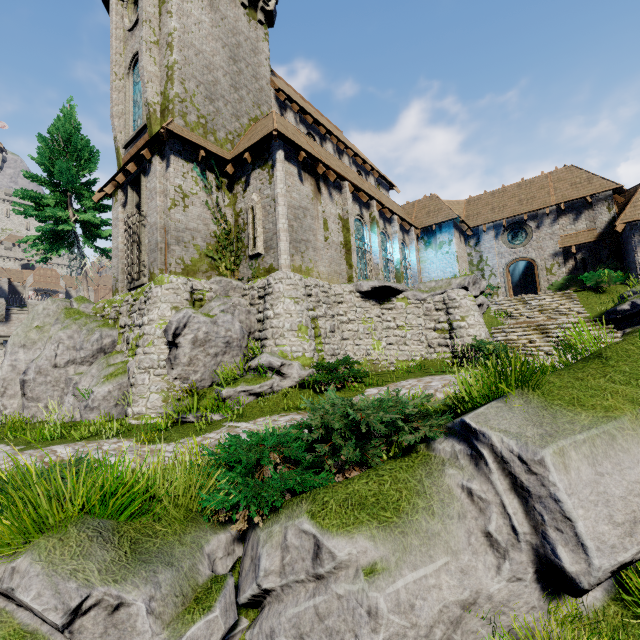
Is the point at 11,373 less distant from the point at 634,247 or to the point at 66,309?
the point at 66,309

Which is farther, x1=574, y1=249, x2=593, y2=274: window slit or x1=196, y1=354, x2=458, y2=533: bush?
x1=574, y1=249, x2=593, y2=274: window slit

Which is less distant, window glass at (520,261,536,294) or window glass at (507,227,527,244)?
window glass at (507,227,527,244)

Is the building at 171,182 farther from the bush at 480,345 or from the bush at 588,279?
the bush at 480,345

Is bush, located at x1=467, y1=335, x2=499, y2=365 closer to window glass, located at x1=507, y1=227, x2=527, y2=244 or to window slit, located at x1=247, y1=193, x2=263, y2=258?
window slit, located at x1=247, y1=193, x2=263, y2=258

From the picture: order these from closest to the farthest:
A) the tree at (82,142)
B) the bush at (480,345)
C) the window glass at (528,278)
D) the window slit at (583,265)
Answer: the bush at (480,345) < the tree at (82,142) < the window slit at (583,265) < the window glass at (528,278)

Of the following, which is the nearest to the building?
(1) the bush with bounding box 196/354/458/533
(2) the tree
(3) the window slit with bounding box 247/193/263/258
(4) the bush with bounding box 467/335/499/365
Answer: (3) the window slit with bounding box 247/193/263/258

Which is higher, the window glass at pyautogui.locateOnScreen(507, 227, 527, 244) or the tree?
the tree
